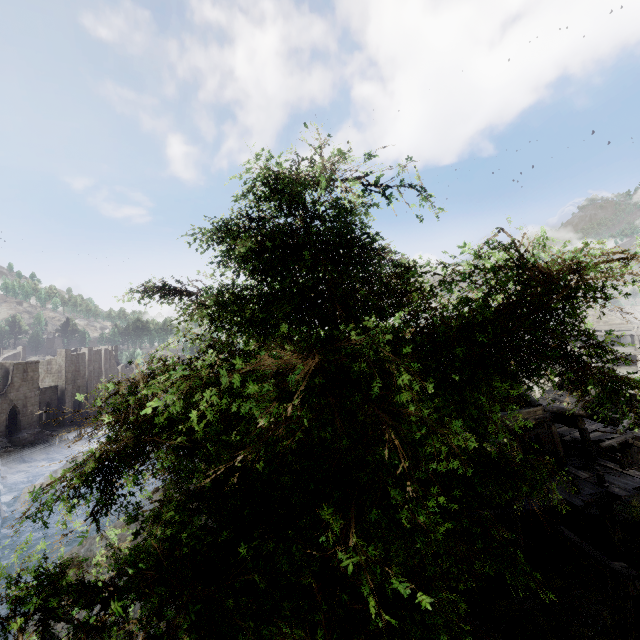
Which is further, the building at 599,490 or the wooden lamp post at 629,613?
the building at 599,490

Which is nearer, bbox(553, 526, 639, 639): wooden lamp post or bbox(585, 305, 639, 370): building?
bbox(553, 526, 639, 639): wooden lamp post

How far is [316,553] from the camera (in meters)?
2.82

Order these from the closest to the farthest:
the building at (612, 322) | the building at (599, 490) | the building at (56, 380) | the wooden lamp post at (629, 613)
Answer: the wooden lamp post at (629, 613) < the building at (599, 490) < the building at (612, 322) < the building at (56, 380)

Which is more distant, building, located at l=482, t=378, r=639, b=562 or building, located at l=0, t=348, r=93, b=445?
building, located at l=0, t=348, r=93, b=445

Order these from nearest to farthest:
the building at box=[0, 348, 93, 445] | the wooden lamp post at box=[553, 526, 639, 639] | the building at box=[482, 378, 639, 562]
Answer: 1. the wooden lamp post at box=[553, 526, 639, 639]
2. the building at box=[482, 378, 639, 562]
3. the building at box=[0, 348, 93, 445]
